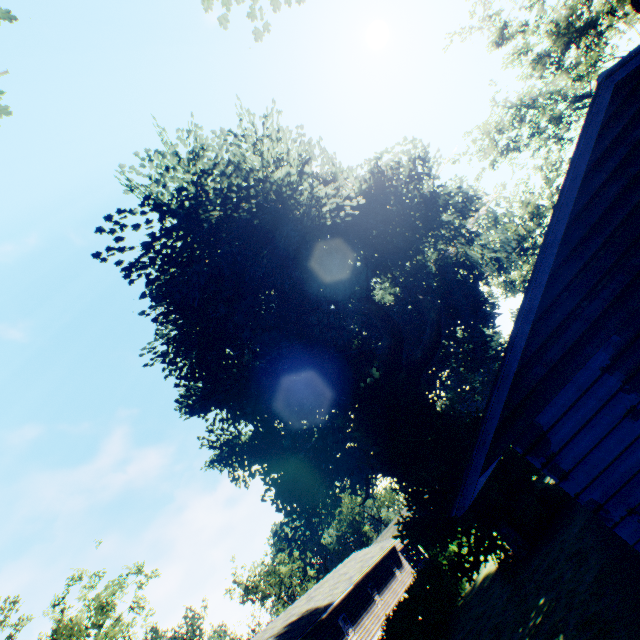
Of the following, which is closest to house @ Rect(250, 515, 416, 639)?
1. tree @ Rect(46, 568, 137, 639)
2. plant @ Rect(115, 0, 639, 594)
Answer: plant @ Rect(115, 0, 639, 594)

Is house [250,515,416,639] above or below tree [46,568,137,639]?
below

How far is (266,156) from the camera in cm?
1067

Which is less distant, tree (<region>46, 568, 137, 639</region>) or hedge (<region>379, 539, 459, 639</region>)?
hedge (<region>379, 539, 459, 639</region>)

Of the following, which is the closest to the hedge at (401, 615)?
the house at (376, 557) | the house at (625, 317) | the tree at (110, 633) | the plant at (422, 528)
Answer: the plant at (422, 528)

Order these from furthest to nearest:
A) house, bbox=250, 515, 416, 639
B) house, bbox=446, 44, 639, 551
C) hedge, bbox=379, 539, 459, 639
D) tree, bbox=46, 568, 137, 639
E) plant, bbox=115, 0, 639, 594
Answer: house, bbox=250, 515, 416, 639 → tree, bbox=46, 568, 137, 639 → plant, bbox=115, 0, 639, 594 → hedge, bbox=379, 539, 459, 639 → house, bbox=446, 44, 639, 551

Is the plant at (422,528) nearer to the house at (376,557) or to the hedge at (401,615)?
the hedge at (401,615)

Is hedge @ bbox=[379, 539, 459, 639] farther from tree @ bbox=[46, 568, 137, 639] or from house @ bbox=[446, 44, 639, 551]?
tree @ bbox=[46, 568, 137, 639]
